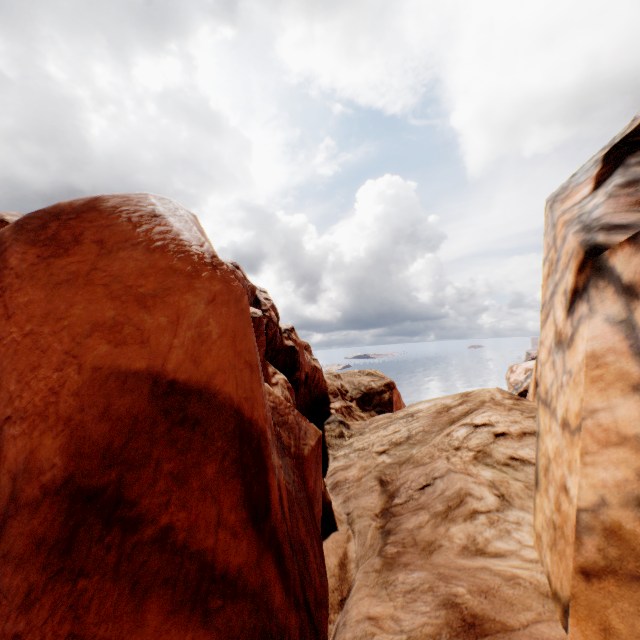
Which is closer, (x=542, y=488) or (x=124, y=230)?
(x=124, y=230)
